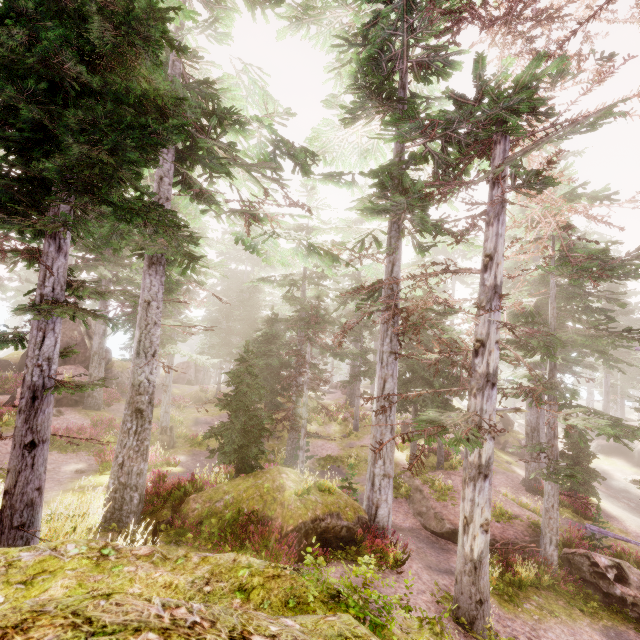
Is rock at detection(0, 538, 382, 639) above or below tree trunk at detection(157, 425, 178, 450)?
above

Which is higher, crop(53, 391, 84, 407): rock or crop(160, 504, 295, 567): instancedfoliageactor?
crop(53, 391, 84, 407): rock

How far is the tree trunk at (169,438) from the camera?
19.7m

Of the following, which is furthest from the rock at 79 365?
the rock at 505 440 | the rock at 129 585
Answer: the rock at 505 440

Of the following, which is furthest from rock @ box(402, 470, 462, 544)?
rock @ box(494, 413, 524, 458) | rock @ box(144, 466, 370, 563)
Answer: rock @ box(494, 413, 524, 458)

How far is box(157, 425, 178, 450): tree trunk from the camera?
19.72m

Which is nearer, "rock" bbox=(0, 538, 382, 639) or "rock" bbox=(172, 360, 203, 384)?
"rock" bbox=(0, 538, 382, 639)

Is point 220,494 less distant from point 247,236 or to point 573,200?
point 247,236
